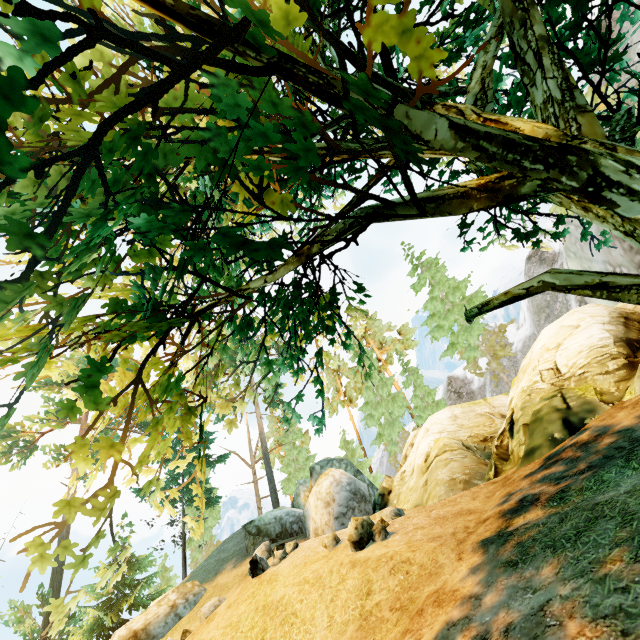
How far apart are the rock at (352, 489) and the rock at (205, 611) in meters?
5.8

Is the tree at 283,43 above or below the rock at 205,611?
above

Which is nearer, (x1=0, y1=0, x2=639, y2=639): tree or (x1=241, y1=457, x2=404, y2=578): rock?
(x1=0, y1=0, x2=639, y2=639): tree

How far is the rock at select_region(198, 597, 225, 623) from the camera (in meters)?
14.53

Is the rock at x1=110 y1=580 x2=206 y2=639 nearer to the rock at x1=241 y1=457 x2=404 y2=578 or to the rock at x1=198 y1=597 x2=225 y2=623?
the rock at x1=241 y1=457 x2=404 y2=578

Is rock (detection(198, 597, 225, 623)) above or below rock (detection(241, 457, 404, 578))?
below

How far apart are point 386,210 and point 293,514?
→ 23.9 meters

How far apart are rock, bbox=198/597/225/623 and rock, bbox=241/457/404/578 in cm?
580
